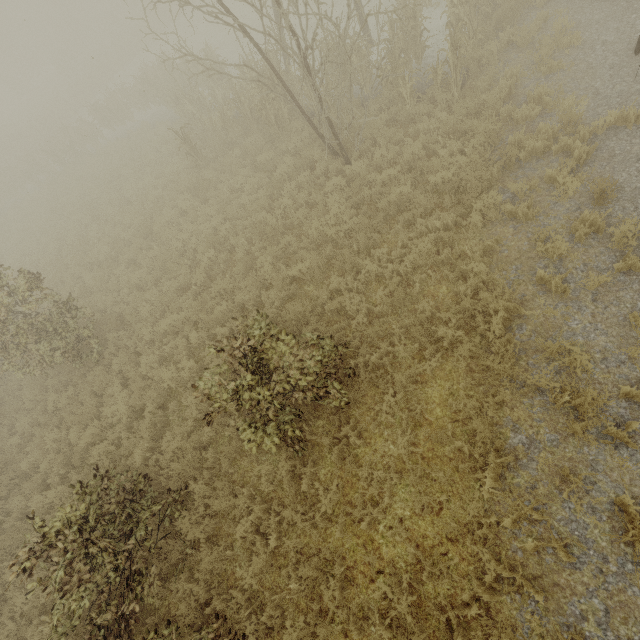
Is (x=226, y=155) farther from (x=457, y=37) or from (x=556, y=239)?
(x=556, y=239)

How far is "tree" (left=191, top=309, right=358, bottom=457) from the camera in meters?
4.9

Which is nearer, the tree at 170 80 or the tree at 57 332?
the tree at 170 80

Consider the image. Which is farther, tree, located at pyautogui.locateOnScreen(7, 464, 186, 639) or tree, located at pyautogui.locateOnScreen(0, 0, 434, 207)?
tree, located at pyautogui.locateOnScreen(0, 0, 434, 207)

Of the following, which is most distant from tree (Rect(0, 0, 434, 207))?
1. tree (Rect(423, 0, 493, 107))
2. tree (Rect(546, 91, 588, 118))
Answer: tree (Rect(423, 0, 493, 107))

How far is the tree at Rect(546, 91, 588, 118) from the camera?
6.7 meters

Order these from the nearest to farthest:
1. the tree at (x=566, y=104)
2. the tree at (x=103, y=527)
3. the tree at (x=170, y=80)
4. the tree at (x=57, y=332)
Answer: the tree at (x=103, y=527) < the tree at (x=566, y=104) < the tree at (x=170, y=80) < the tree at (x=57, y=332)

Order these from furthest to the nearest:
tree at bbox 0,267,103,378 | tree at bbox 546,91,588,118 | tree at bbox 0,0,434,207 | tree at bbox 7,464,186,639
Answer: tree at bbox 0,267,103,378 → tree at bbox 0,0,434,207 → tree at bbox 546,91,588,118 → tree at bbox 7,464,186,639
